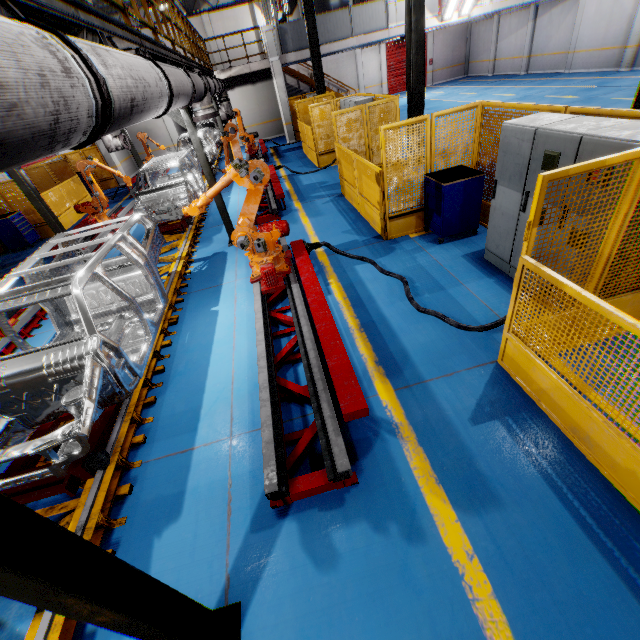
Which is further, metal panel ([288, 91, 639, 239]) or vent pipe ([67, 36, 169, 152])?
metal panel ([288, 91, 639, 239])

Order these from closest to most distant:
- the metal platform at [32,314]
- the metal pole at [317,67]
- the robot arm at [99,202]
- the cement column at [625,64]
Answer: the metal platform at [32,314] < the robot arm at [99,202] < the metal pole at [317,67] < the cement column at [625,64]

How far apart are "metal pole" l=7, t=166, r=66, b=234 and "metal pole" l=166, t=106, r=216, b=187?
2.63m

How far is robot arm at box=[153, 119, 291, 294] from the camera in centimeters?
526cm

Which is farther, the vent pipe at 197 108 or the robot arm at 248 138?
the robot arm at 248 138

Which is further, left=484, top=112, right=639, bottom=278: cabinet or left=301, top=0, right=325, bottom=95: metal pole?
left=301, top=0, right=325, bottom=95: metal pole

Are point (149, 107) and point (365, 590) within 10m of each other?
yes

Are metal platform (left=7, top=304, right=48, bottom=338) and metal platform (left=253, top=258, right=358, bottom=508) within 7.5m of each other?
yes
